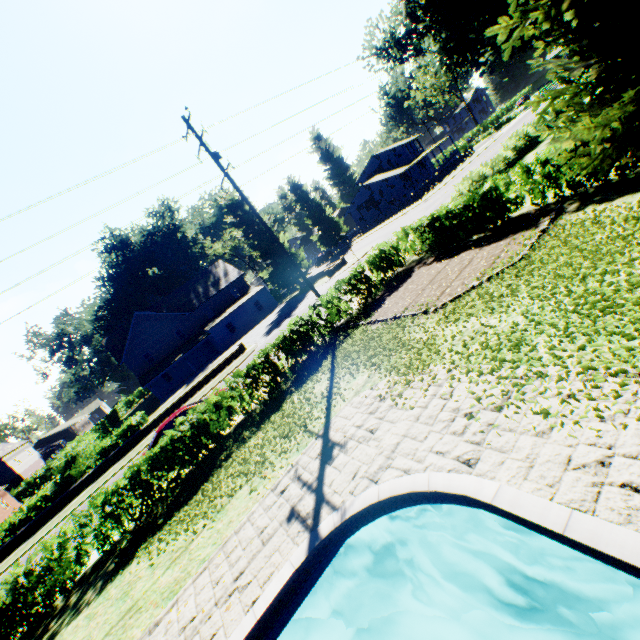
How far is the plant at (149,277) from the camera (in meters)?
41.31

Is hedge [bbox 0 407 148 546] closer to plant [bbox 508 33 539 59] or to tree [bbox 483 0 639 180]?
tree [bbox 483 0 639 180]

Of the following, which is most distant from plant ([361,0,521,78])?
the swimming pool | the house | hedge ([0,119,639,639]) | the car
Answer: the car

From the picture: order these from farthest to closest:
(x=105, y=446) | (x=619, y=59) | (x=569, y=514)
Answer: (x=105, y=446), (x=619, y=59), (x=569, y=514)

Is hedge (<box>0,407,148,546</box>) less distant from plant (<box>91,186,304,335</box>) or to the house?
plant (<box>91,186,304,335</box>)

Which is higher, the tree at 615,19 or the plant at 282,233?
the plant at 282,233

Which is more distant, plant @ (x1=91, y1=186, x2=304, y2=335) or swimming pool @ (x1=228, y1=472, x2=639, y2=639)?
plant @ (x1=91, y1=186, x2=304, y2=335)

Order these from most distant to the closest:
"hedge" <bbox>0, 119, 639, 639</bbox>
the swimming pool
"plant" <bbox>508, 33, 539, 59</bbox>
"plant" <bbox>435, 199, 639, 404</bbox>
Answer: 1. "plant" <bbox>508, 33, 539, 59</bbox>
2. "hedge" <bbox>0, 119, 639, 639</bbox>
3. "plant" <bbox>435, 199, 639, 404</bbox>
4. the swimming pool
